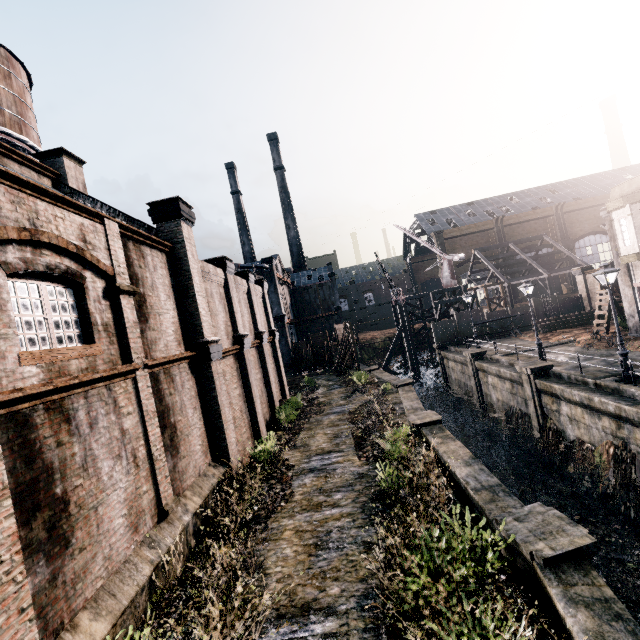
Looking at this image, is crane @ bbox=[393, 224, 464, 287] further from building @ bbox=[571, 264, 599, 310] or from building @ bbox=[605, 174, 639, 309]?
building @ bbox=[605, 174, 639, 309]

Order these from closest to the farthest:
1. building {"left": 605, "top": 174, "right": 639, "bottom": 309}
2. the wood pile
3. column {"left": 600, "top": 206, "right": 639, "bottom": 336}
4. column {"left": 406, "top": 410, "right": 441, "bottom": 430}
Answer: column {"left": 406, "top": 410, "right": 441, "bottom": 430} → building {"left": 605, "top": 174, "right": 639, "bottom": 309} → column {"left": 600, "top": 206, "right": 639, "bottom": 336} → the wood pile

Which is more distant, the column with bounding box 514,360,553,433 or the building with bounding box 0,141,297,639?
the column with bounding box 514,360,553,433

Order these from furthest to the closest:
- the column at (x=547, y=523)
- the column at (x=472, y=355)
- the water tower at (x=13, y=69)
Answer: the column at (x=472, y=355), the water tower at (x=13, y=69), the column at (x=547, y=523)

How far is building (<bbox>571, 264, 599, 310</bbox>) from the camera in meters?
36.2 m

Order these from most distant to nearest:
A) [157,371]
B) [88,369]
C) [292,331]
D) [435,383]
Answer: [292,331], [435,383], [157,371], [88,369]

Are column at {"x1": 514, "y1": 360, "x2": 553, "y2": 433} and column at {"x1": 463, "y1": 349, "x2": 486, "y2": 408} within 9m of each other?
yes

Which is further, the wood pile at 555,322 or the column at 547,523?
the wood pile at 555,322
